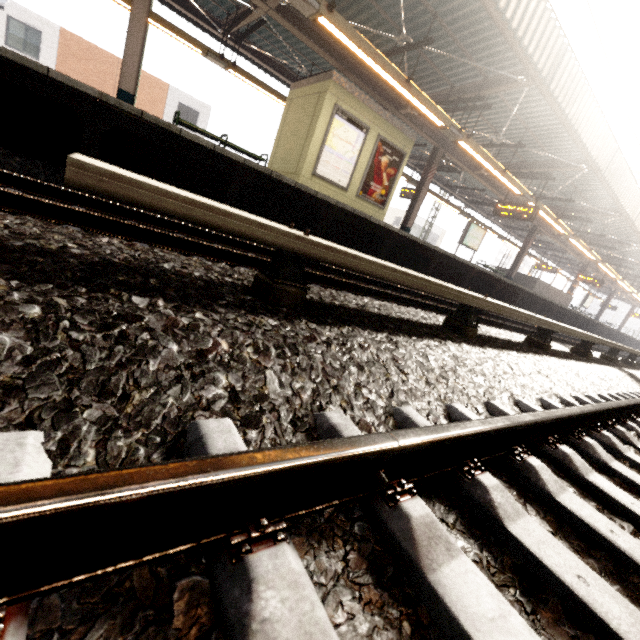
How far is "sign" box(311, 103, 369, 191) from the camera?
8.4 meters

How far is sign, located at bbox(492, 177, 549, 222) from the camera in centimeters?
1130cm

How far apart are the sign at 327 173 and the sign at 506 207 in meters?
6.4

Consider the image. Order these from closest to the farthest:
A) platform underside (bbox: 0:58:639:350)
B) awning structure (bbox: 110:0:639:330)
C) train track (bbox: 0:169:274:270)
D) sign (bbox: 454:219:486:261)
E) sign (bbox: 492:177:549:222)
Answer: train track (bbox: 0:169:274:270) < platform underside (bbox: 0:58:639:350) < awning structure (bbox: 110:0:639:330) < sign (bbox: 492:177:549:222) < sign (bbox: 454:219:486:261)

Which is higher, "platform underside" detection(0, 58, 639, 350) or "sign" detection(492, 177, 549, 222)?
"sign" detection(492, 177, 549, 222)

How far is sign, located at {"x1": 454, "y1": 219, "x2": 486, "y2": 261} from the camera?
15.0m

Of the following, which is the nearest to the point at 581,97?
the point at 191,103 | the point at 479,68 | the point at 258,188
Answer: the point at 479,68

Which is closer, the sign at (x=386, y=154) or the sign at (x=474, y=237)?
the sign at (x=386, y=154)
